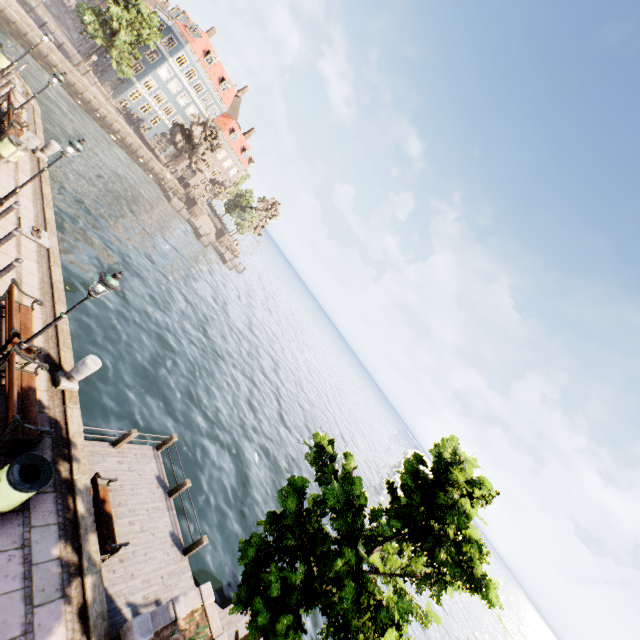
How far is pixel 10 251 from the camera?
10.3 meters

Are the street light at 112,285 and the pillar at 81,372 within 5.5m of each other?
yes

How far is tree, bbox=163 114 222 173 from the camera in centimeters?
4562cm

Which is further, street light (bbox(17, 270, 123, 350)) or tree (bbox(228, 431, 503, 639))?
street light (bbox(17, 270, 123, 350))

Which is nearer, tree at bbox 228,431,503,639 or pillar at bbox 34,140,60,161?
tree at bbox 228,431,503,639

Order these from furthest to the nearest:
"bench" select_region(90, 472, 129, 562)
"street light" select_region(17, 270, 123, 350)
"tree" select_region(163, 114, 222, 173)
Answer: "tree" select_region(163, 114, 222, 173), "bench" select_region(90, 472, 129, 562), "street light" select_region(17, 270, 123, 350)

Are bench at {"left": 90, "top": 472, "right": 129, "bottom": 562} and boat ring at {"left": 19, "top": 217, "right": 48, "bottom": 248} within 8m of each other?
no

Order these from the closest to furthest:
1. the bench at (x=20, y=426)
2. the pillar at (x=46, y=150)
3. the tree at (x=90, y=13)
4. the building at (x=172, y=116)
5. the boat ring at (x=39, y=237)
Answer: the bench at (x=20, y=426)
the boat ring at (x=39, y=237)
the pillar at (x=46, y=150)
the tree at (x=90, y=13)
the building at (x=172, y=116)
